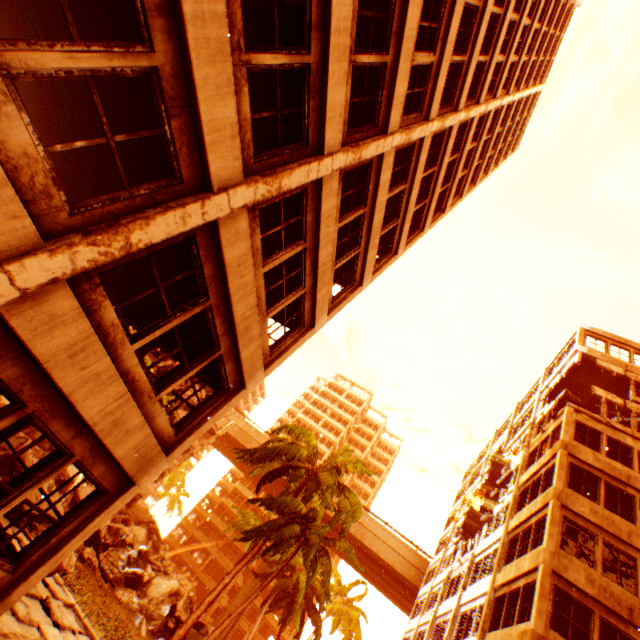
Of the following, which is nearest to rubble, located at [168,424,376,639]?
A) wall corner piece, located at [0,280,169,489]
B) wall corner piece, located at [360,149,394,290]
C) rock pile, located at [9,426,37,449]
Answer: rock pile, located at [9,426,37,449]

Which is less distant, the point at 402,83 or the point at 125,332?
the point at 125,332

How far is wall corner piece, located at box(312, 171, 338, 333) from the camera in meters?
7.6 m

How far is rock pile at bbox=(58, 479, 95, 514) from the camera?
15.09m

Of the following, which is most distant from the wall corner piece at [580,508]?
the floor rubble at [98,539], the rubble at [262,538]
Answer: the floor rubble at [98,539]

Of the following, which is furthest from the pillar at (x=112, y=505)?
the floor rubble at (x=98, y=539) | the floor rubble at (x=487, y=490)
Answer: the floor rubble at (x=98, y=539)

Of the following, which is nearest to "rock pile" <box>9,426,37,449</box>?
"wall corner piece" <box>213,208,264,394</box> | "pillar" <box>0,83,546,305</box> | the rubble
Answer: the rubble

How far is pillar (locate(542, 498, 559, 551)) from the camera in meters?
13.3 m
